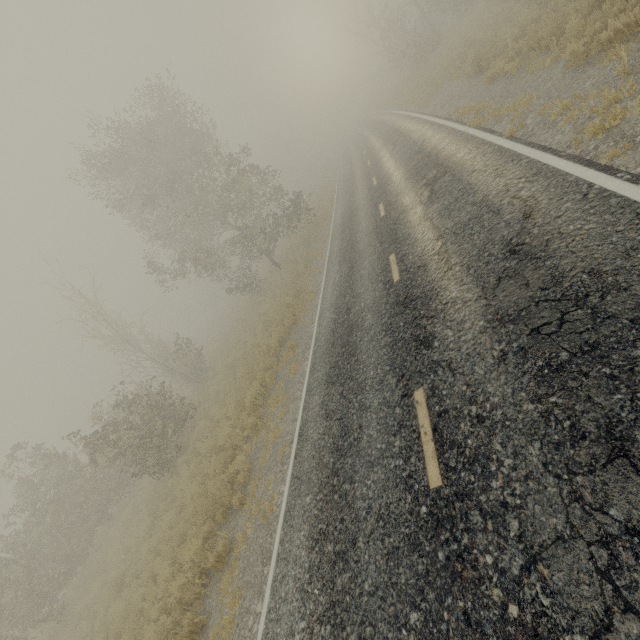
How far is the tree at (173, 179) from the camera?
18.4m

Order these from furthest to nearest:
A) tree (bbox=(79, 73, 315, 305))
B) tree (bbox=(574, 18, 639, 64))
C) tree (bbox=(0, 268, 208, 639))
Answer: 1. tree (bbox=(79, 73, 315, 305))
2. tree (bbox=(0, 268, 208, 639))
3. tree (bbox=(574, 18, 639, 64))

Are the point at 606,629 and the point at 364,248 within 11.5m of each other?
Answer: yes

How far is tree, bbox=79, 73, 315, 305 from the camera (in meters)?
18.42

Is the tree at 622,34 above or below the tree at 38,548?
below

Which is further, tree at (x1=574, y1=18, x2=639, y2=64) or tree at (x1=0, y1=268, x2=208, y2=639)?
tree at (x1=0, y1=268, x2=208, y2=639)
